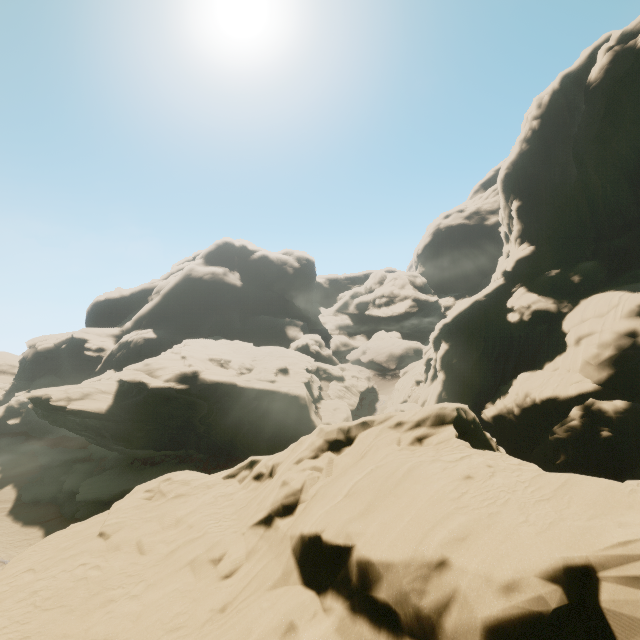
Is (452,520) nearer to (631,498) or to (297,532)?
(631,498)
